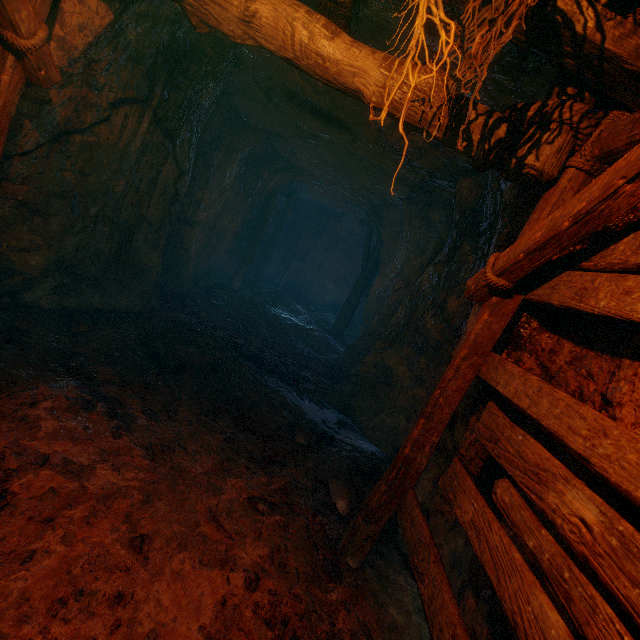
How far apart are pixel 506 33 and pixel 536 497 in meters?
2.2

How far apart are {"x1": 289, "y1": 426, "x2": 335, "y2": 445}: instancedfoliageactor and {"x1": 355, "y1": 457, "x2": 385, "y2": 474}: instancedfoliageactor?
0.5m

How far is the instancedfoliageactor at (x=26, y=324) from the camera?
4.0m

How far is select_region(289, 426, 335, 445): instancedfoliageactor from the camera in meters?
4.4 m

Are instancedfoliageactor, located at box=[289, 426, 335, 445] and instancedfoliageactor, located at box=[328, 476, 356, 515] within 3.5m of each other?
yes

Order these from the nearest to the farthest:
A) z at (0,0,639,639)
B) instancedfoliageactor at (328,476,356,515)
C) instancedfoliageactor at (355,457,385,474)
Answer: z at (0,0,639,639) < instancedfoliageactor at (328,476,356,515) < instancedfoliageactor at (355,457,385,474)

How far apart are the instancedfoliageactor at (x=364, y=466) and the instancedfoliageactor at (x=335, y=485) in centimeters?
36cm

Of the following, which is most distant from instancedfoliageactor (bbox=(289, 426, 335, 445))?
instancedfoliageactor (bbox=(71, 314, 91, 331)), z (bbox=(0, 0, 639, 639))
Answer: instancedfoliageactor (bbox=(71, 314, 91, 331))
